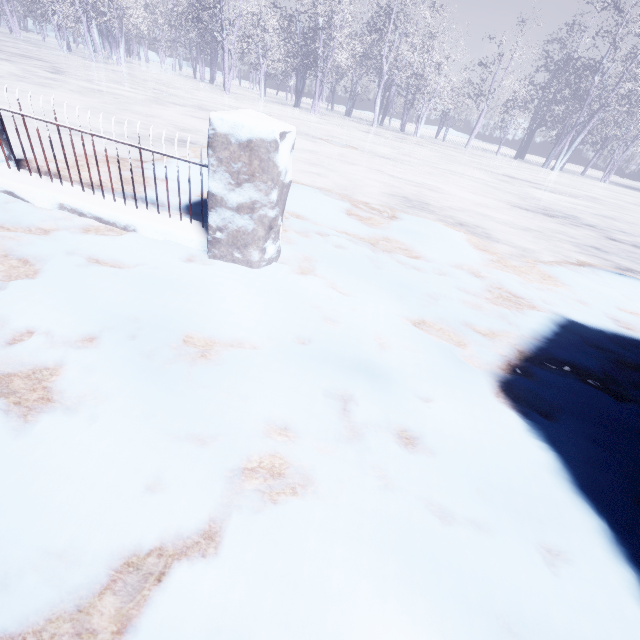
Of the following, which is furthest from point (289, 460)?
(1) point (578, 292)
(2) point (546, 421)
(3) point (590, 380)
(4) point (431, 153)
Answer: (4) point (431, 153)
